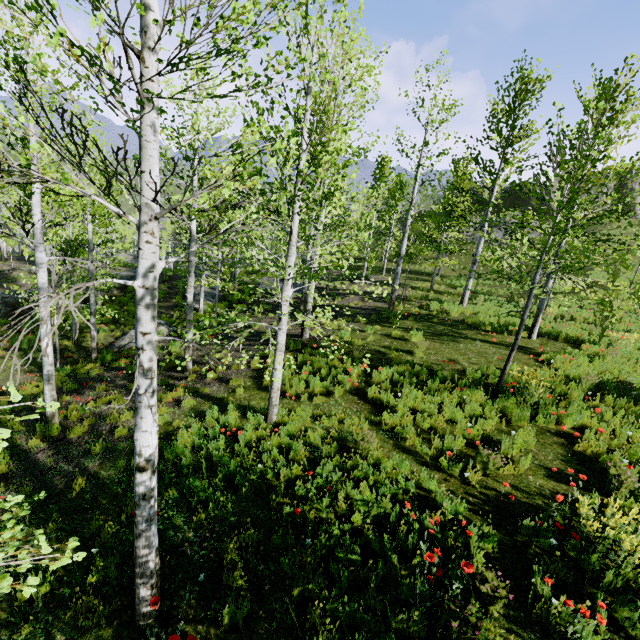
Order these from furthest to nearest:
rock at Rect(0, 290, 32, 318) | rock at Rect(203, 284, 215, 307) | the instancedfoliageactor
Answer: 1. rock at Rect(203, 284, 215, 307)
2. rock at Rect(0, 290, 32, 318)
3. the instancedfoliageactor

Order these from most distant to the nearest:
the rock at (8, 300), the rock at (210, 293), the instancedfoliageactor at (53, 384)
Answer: the rock at (210, 293), the rock at (8, 300), the instancedfoliageactor at (53, 384)

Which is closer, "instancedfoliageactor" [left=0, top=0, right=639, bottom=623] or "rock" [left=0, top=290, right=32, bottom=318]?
"instancedfoliageactor" [left=0, top=0, right=639, bottom=623]

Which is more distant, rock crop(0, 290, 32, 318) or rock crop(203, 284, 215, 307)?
rock crop(203, 284, 215, 307)

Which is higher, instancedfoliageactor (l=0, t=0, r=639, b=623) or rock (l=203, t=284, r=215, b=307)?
instancedfoliageactor (l=0, t=0, r=639, b=623)

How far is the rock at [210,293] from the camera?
21.9m

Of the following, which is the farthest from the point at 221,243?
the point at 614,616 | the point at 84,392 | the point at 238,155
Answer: the point at 614,616
